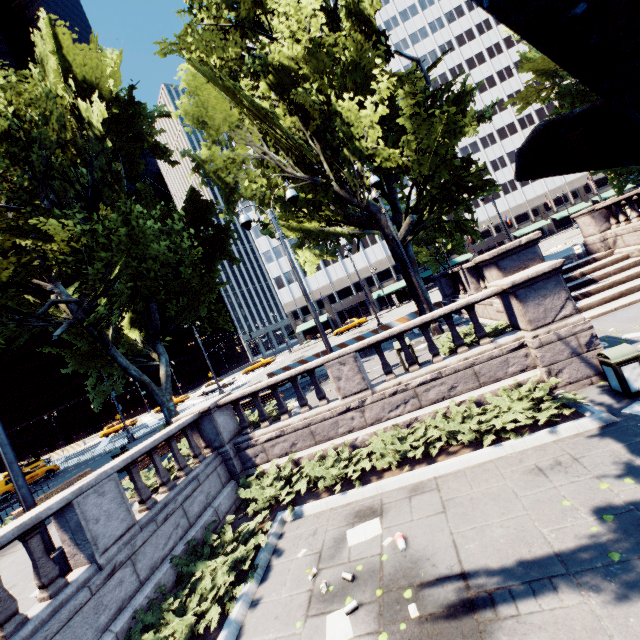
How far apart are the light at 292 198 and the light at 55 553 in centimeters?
643cm

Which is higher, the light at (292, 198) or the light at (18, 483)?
the light at (292, 198)

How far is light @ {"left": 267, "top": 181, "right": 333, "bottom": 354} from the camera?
→ 10.9 meters

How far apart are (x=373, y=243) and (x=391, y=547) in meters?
57.8 m

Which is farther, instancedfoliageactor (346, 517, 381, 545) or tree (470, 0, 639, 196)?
instancedfoliageactor (346, 517, 381, 545)

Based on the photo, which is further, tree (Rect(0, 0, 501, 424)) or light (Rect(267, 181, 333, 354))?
tree (Rect(0, 0, 501, 424))

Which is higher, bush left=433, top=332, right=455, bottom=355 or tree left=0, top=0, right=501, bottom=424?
tree left=0, top=0, right=501, bottom=424

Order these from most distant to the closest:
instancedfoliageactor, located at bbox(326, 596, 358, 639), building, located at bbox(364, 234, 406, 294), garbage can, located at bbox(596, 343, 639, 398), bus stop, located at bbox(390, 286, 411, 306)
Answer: building, located at bbox(364, 234, 406, 294) < bus stop, located at bbox(390, 286, 411, 306) < garbage can, located at bbox(596, 343, 639, 398) < instancedfoliageactor, located at bbox(326, 596, 358, 639)
